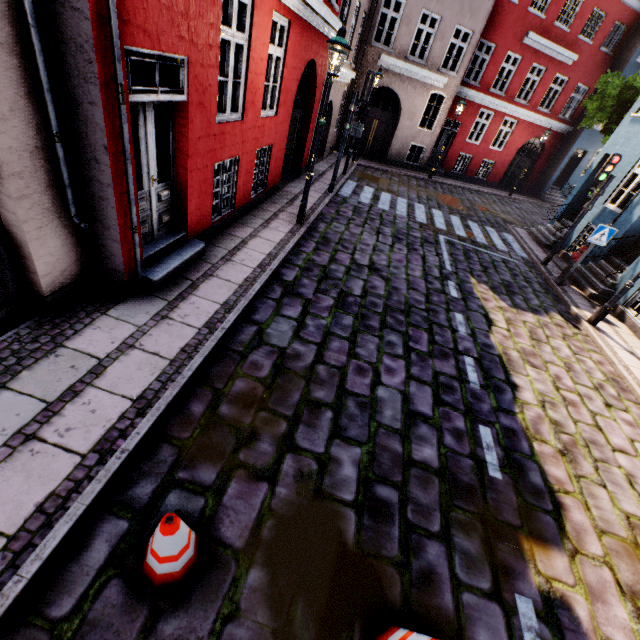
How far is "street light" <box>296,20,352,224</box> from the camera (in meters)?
6.07

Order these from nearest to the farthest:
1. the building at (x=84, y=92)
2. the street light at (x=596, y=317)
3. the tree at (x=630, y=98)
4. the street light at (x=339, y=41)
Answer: the building at (x=84, y=92) < the street light at (x=339, y=41) < the street light at (x=596, y=317) < the tree at (x=630, y=98)

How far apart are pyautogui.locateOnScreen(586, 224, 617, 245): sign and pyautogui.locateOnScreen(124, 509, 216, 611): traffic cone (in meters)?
11.03

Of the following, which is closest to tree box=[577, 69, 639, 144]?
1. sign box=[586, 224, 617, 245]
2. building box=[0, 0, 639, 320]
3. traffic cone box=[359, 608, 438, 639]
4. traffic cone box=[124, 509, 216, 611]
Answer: building box=[0, 0, 639, 320]

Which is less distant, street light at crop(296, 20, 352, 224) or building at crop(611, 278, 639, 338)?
street light at crop(296, 20, 352, 224)

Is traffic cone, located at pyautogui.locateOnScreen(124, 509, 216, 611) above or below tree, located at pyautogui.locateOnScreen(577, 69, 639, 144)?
below

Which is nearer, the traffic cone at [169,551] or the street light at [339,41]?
the traffic cone at [169,551]

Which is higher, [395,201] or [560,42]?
[560,42]
